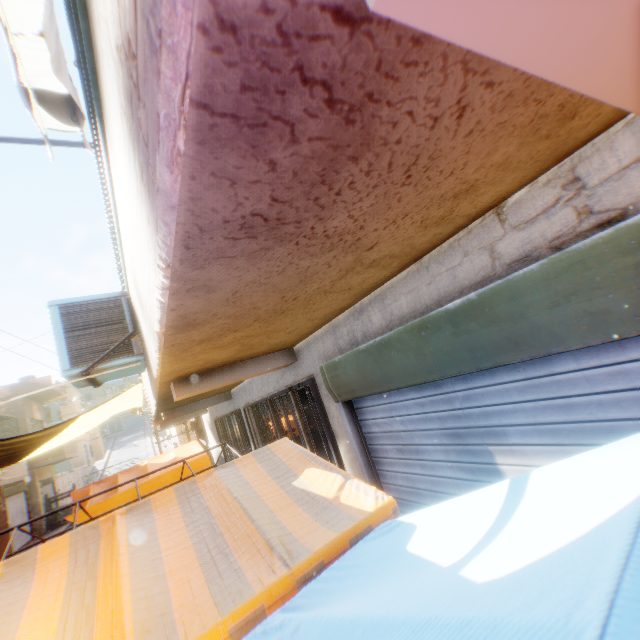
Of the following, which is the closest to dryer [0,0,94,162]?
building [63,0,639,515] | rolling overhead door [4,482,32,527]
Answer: building [63,0,639,515]

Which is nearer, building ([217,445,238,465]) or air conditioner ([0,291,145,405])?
air conditioner ([0,291,145,405])

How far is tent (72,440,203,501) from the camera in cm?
815

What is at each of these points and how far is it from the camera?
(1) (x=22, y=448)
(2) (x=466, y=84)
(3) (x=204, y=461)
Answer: (1) tent, 7.8m
(2) building, 0.7m
(3) tent, 8.6m

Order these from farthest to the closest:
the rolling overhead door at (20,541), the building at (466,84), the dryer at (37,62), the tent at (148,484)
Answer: the rolling overhead door at (20,541)
the tent at (148,484)
the dryer at (37,62)
the building at (466,84)

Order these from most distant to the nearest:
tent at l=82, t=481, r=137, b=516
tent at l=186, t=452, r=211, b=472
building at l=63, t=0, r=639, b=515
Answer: tent at l=186, t=452, r=211, b=472 → tent at l=82, t=481, r=137, b=516 → building at l=63, t=0, r=639, b=515

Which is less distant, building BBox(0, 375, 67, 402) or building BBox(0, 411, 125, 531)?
building BBox(0, 411, 125, 531)

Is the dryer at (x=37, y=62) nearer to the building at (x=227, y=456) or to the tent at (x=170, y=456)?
the building at (x=227, y=456)
